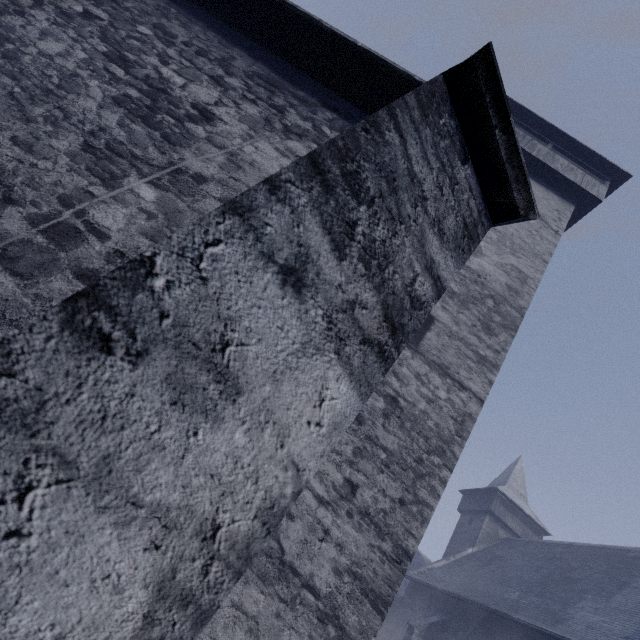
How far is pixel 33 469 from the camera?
0.4 meters
